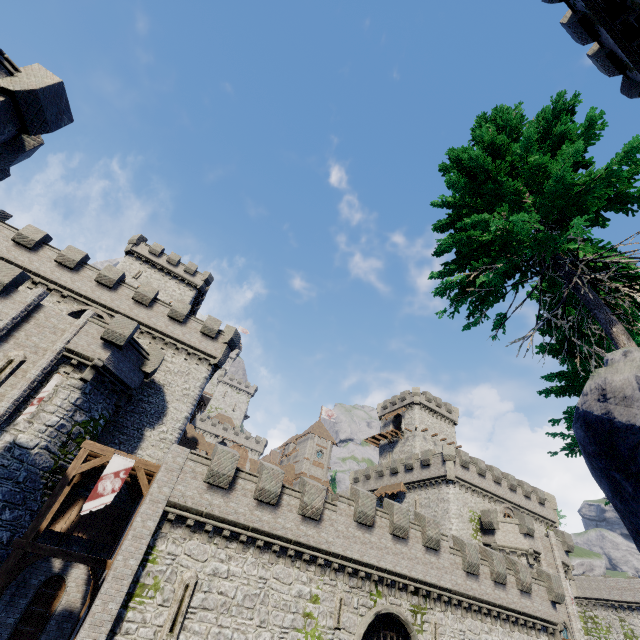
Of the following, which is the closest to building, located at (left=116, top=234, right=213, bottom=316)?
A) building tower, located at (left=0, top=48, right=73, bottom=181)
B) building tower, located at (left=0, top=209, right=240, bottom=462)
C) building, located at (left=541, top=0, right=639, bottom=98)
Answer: building tower, located at (left=0, top=209, right=240, bottom=462)

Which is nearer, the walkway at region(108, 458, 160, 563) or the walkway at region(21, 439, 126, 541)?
the walkway at region(21, 439, 126, 541)

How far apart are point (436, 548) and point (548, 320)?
20.1m

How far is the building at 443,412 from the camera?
54.1m

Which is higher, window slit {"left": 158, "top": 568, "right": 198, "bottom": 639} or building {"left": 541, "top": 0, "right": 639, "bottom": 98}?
building {"left": 541, "top": 0, "right": 639, "bottom": 98}

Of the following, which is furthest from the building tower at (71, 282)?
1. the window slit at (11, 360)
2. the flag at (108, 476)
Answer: the flag at (108, 476)

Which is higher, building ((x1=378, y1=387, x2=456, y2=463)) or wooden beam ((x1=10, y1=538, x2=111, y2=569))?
building ((x1=378, y1=387, x2=456, y2=463))

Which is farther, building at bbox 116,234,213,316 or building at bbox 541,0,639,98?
building at bbox 116,234,213,316
